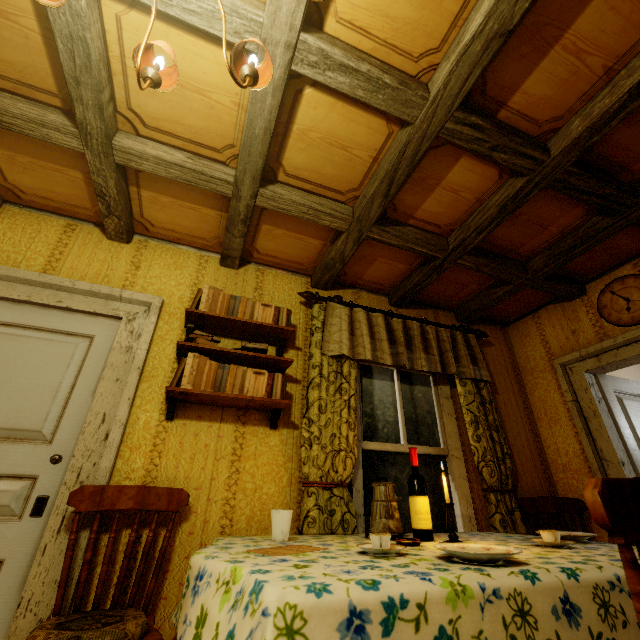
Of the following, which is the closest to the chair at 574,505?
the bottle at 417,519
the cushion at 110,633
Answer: the bottle at 417,519

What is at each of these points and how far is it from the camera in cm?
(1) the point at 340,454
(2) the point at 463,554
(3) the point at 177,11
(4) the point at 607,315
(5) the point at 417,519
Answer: (1) curtain, 221
(2) plate, 108
(3) rafters, 133
(4) clock, 285
(5) bottle, 174

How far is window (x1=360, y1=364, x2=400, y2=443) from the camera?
Result: 2.6 meters

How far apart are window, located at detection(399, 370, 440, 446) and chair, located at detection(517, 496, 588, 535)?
0.7 meters

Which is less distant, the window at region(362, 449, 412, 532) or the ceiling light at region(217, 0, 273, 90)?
the ceiling light at region(217, 0, 273, 90)

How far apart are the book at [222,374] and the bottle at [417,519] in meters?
0.9 m

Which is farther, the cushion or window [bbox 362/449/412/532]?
window [bbox 362/449/412/532]

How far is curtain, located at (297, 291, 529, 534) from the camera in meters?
2.1
